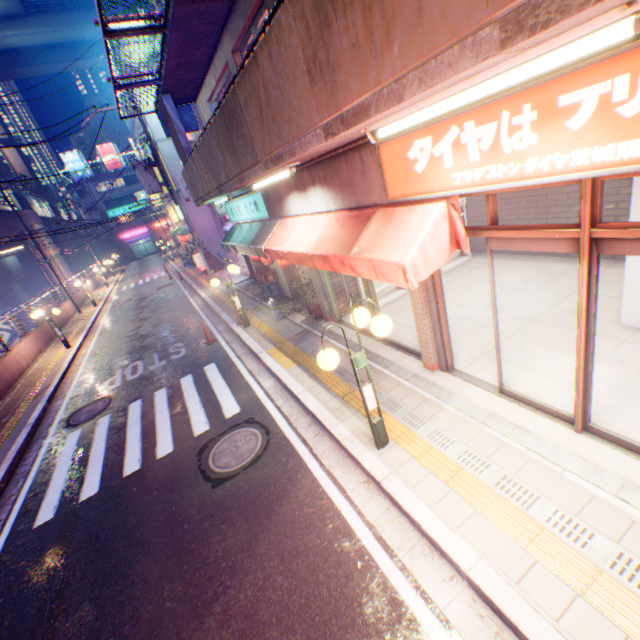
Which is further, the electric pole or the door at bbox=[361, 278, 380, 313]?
the electric pole

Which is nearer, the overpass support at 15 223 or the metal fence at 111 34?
the metal fence at 111 34

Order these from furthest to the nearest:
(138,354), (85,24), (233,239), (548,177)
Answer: (85,24)
(138,354)
(233,239)
(548,177)

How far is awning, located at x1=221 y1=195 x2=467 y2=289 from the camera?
3.77m

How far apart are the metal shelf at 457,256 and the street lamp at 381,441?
4.53m

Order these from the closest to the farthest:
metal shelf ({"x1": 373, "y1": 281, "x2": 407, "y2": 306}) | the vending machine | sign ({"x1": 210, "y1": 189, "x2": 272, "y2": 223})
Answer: sign ({"x1": 210, "y1": 189, "x2": 272, "y2": 223}), metal shelf ({"x1": 373, "y1": 281, "x2": 407, "y2": 306}), the vending machine

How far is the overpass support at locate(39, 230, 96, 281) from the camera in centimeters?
3338cm

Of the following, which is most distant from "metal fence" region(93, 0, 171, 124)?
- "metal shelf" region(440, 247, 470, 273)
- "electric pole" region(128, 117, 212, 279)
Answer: "metal shelf" region(440, 247, 470, 273)
